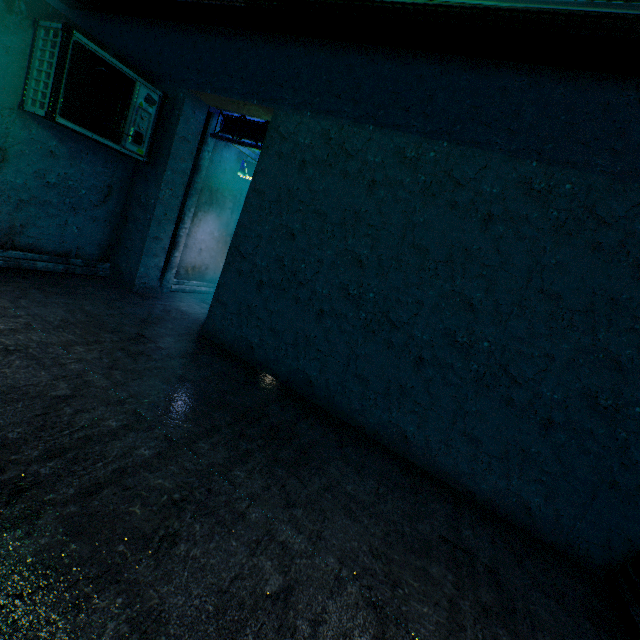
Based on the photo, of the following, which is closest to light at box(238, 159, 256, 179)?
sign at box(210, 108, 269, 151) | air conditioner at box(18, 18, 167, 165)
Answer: sign at box(210, 108, 269, 151)

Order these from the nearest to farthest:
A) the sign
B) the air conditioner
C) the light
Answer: the air conditioner → the sign → the light

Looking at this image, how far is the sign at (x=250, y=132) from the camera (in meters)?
4.72

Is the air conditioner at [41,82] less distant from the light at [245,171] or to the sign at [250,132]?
the sign at [250,132]

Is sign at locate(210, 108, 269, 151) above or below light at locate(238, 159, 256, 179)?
above

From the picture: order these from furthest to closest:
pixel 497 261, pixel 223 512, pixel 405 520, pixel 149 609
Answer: pixel 497 261
pixel 405 520
pixel 223 512
pixel 149 609

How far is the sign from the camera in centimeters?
472cm

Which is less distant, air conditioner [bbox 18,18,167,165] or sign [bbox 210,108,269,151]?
air conditioner [bbox 18,18,167,165]
